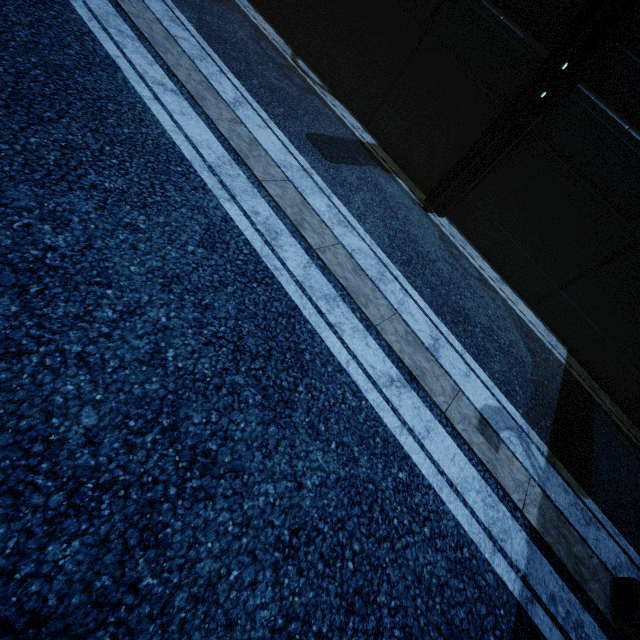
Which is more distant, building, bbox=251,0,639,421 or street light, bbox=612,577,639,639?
building, bbox=251,0,639,421

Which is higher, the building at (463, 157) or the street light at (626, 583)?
the building at (463, 157)

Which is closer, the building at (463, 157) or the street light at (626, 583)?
the street light at (626, 583)

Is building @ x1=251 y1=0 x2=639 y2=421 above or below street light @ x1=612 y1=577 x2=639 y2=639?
above

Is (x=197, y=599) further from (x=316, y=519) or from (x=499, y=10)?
(x=499, y=10)
